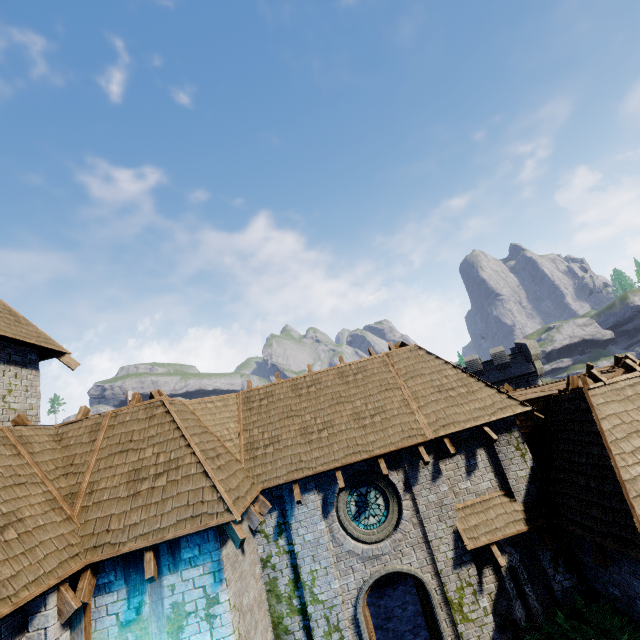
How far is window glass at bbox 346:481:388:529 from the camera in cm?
977

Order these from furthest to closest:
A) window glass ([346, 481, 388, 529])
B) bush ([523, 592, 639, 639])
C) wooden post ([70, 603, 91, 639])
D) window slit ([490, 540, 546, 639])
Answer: window glass ([346, 481, 388, 529]) < window slit ([490, 540, 546, 639]) < bush ([523, 592, 639, 639]) < wooden post ([70, 603, 91, 639])

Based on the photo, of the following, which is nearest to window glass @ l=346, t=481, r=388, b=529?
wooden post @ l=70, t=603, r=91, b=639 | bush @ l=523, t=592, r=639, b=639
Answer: bush @ l=523, t=592, r=639, b=639

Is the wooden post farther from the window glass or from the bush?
the bush

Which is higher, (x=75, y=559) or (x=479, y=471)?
(x=75, y=559)

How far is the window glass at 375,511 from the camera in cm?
977

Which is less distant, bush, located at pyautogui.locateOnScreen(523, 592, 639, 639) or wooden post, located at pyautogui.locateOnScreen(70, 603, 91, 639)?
wooden post, located at pyautogui.locateOnScreen(70, 603, 91, 639)

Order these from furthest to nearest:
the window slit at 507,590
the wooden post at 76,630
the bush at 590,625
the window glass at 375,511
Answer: the window glass at 375,511 → the window slit at 507,590 → the bush at 590,625 → the wooden post at 76,630
